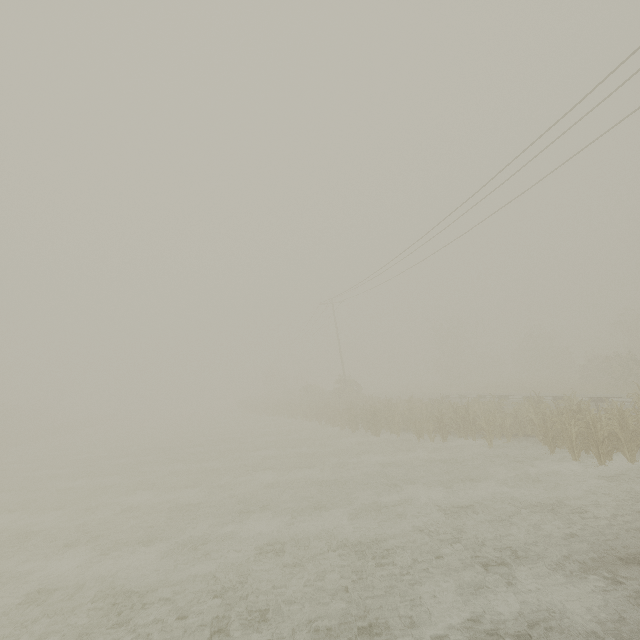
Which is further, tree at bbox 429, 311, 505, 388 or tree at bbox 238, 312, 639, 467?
tree at bbox 429, 311, 505, 388

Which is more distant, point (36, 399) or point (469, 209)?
point (36, 399)

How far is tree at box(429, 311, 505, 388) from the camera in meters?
47.7 m

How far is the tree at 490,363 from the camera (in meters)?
47.66

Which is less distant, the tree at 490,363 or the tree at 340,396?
the tree at 340,396
